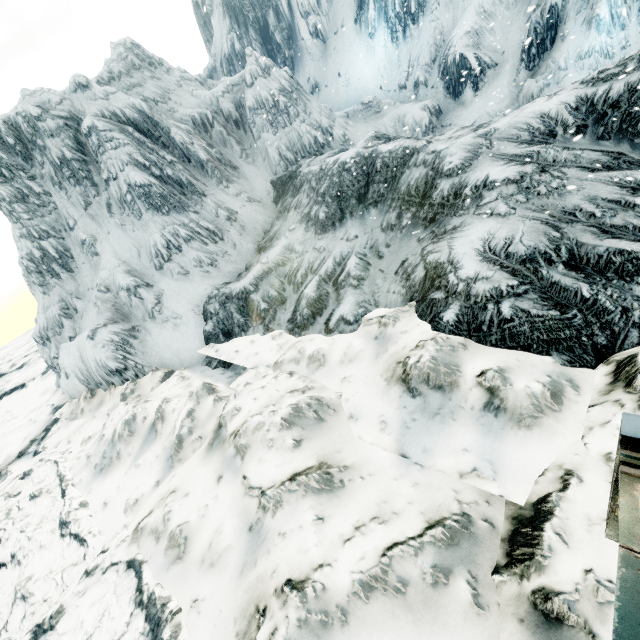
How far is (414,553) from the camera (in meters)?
4.45
